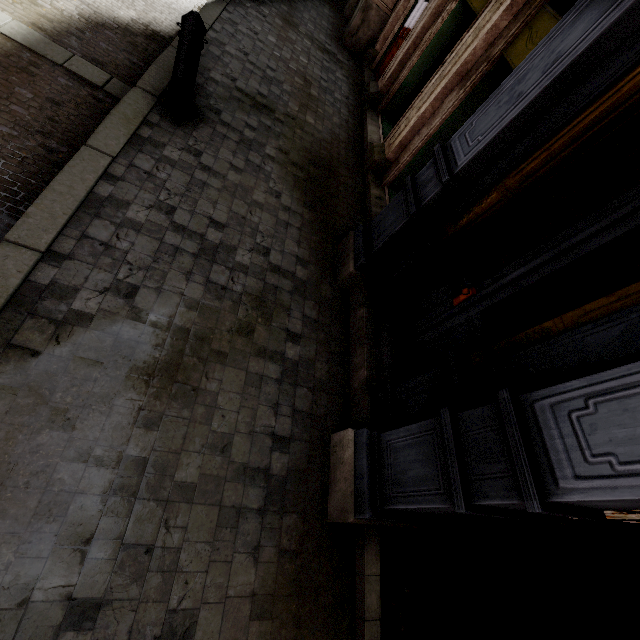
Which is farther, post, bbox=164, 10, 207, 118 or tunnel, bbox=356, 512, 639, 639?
post, bbox=164, 10, 207, 118

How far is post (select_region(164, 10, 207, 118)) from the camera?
3.1 meters

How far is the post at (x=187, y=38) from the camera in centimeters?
311cm

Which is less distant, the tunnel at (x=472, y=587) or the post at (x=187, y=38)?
the tunnel at (x=472, y=587)

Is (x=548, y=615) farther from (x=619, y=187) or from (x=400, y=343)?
(x=619, y=187)
